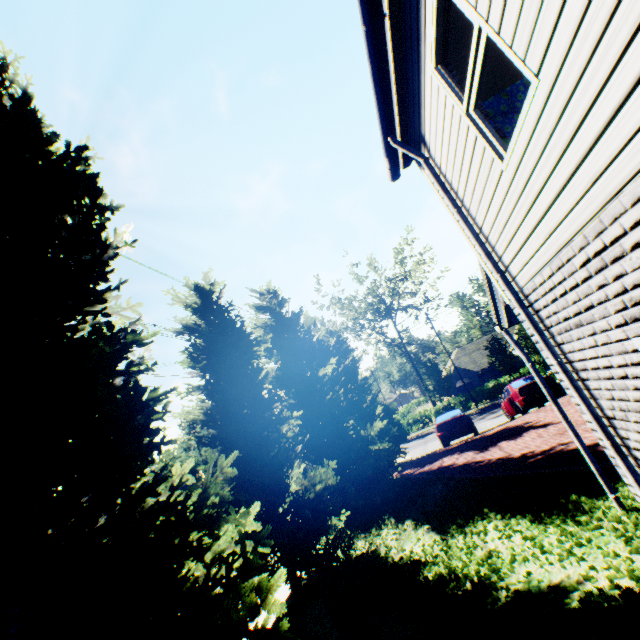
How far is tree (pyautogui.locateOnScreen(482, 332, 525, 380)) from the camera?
33.5 meters

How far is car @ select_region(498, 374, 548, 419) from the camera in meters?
14.7 m

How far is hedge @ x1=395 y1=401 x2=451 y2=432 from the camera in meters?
38.0

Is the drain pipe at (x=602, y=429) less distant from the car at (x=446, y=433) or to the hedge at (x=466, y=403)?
the car at (x=446, y=433)

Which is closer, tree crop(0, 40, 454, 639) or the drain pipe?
tree crop(0, 40, 454, 639)

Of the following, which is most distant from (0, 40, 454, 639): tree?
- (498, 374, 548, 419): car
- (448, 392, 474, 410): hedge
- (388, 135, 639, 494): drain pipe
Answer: (498, 374, 548, 419): car

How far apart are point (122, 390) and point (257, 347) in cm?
1039

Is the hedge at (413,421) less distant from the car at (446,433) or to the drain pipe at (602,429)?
the car at (446,433)
